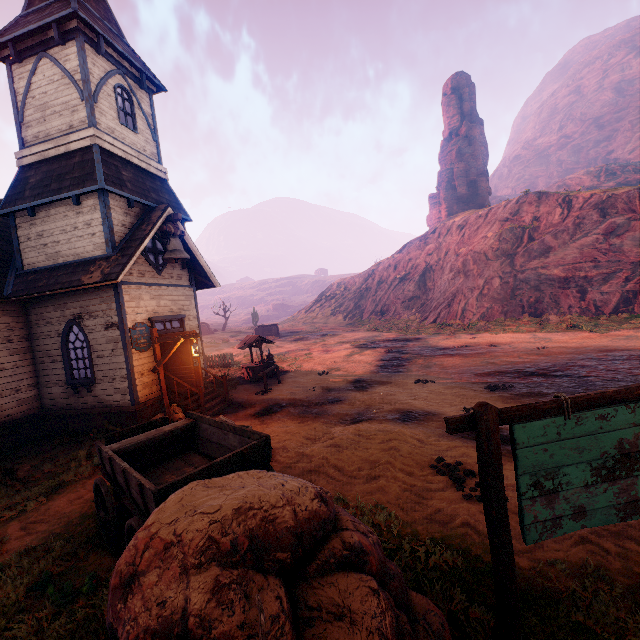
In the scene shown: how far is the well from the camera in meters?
16.6 m

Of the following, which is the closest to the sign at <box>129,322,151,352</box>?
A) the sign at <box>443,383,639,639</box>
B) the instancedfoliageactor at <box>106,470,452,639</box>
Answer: the instancedfoliageactor at <box>106,470,452,639</box>

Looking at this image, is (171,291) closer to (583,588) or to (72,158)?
(72,158)

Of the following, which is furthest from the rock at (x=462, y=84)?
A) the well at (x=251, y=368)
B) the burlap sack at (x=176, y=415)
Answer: the burlap sack at (x=176, y=415)

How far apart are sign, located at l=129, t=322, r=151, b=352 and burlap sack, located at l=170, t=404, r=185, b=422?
2.0m

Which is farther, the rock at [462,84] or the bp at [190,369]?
the rock at [462,84]

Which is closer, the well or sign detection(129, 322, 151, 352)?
sign detection(129, 322, 151, 352)

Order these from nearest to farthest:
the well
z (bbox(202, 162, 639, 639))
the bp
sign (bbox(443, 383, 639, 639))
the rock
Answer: sign (bbox(443, 383, 639, 639)) < z (bbox(202, 162, 639, 639)) < the bp < the well < the rock
